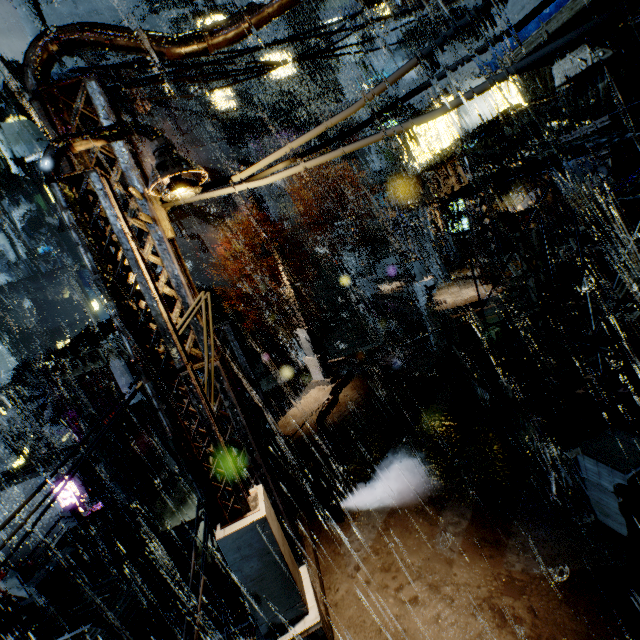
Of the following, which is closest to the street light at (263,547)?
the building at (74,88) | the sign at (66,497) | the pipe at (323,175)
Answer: the building at (74,88)

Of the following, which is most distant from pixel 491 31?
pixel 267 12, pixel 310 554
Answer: pixel 310 554

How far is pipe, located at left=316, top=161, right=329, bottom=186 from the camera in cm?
4469

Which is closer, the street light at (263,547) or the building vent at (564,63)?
the street light at (263,547)

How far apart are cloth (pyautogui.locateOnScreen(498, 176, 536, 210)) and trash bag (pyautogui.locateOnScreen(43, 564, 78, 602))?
31.0 meters

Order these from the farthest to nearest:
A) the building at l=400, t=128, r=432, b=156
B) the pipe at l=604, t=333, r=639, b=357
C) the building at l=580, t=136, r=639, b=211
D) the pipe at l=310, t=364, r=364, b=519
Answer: the building at l=400, t=128, r=432, b=156 → the pipe at l=604, t=333, r=639, b=357 → the pipe at l=310, t=364, r=364, b=519 → the building at l=580, t=136, r=639, b=211

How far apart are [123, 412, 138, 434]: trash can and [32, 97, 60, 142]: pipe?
22.5 meters

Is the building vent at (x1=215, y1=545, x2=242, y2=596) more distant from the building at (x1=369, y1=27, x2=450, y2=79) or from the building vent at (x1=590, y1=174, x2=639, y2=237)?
the building vent at (x1=590, y1=174, x2=639, y2=237)
